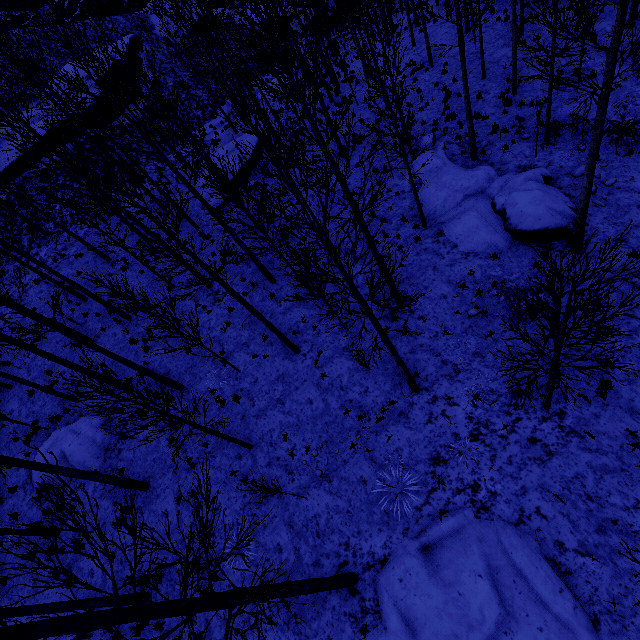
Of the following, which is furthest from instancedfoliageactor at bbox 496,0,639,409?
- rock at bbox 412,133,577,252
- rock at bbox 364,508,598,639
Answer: rock at bbox 364,508,598,639

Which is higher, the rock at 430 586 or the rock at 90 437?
Result: the rock at 90 437

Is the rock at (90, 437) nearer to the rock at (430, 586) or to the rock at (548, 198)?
the rock at (430, 586)

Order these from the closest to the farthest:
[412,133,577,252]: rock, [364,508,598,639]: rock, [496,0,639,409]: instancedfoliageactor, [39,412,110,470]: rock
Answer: [496,0,639,409]: instancedfoliageactor → [364,508,598,639]: rock → [412,133,577,252]: rock → [39,412,110,470]: rock

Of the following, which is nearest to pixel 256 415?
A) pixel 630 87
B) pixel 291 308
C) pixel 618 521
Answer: pixel 291 308

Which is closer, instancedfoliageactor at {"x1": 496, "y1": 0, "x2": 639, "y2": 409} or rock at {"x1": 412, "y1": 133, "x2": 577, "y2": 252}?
instancedfoliageactor at {"x1": 496, "y1": 0, "x2": 639, "y2": 409}

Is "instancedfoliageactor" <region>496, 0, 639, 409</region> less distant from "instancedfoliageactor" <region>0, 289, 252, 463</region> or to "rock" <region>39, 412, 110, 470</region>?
"instancedfoliageactor" <region>0, 289, 252, 463</region>

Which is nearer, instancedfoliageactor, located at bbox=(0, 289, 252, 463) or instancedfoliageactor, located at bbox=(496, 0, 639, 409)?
instancedfoliageactor, located at bbox=(496, 0, 639, 409)
